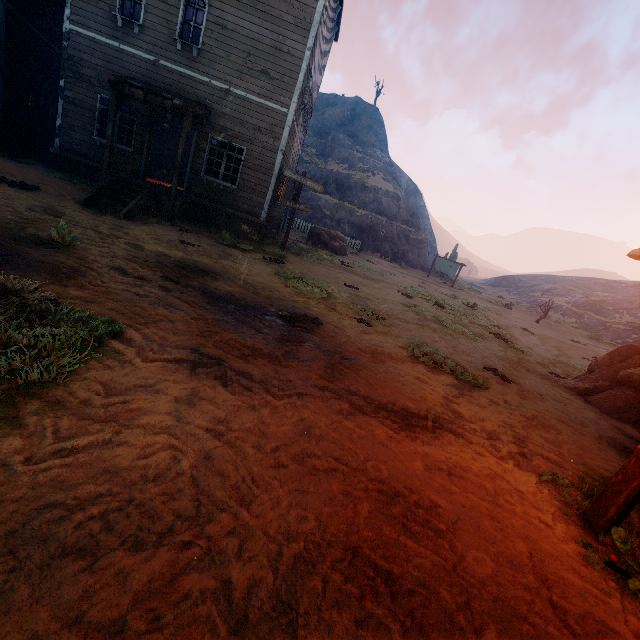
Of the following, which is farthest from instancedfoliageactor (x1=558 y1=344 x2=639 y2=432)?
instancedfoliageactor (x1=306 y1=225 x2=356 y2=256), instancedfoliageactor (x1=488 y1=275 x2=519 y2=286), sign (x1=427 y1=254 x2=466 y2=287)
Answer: instancedfoliageactor (x1=488 y1=275 x2=519 y2=286)

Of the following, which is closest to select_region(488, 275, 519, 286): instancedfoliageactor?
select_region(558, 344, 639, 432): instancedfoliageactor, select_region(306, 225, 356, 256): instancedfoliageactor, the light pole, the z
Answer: the z

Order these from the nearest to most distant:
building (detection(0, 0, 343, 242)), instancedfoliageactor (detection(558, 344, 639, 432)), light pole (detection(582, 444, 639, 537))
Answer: light pole (detection(582, 444, 639, 537)) → instancedfoliageactor (detection(558, 344, 639, 432)) → building (detection(0, 0, 343, 242))

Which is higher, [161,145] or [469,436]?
[161,145]

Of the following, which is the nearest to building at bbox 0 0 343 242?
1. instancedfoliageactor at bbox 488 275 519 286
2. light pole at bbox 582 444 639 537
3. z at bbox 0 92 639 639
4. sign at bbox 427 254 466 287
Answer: z at bbox 0 92 639 639

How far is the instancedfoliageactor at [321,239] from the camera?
20.3 meters

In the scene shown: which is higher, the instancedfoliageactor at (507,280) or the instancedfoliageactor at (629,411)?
the instancedfoliageactor at (507,280)

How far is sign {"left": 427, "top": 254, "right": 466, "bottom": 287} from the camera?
28.1 meters
